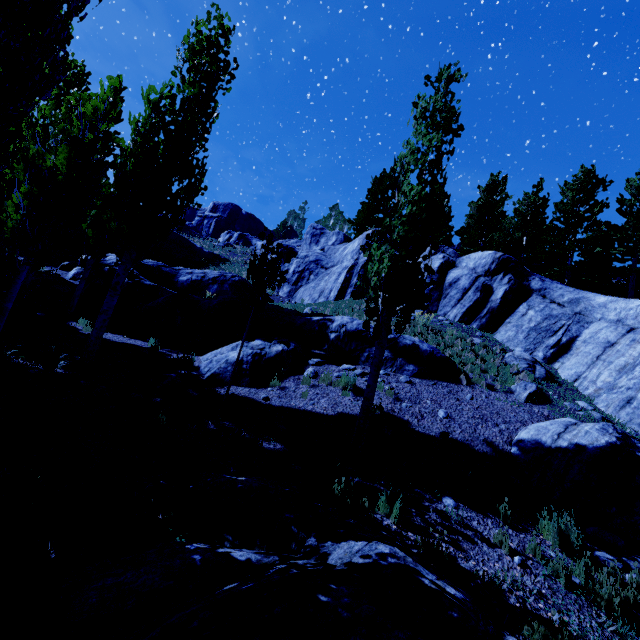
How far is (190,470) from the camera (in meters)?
5.66

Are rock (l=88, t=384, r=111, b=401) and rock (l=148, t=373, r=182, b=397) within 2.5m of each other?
yes

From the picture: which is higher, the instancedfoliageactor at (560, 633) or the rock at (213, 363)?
the rock at (213, 363)

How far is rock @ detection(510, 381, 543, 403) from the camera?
9.4m

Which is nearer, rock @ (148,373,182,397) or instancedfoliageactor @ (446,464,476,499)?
instancedfoliageactor @ (446,464,476,499)

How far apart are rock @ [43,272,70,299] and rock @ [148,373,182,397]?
12.4 meters

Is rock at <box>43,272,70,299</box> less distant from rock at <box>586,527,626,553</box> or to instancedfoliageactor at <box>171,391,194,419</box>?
rock at <box>586,527,626,553</box>

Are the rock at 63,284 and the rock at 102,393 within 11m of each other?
no
